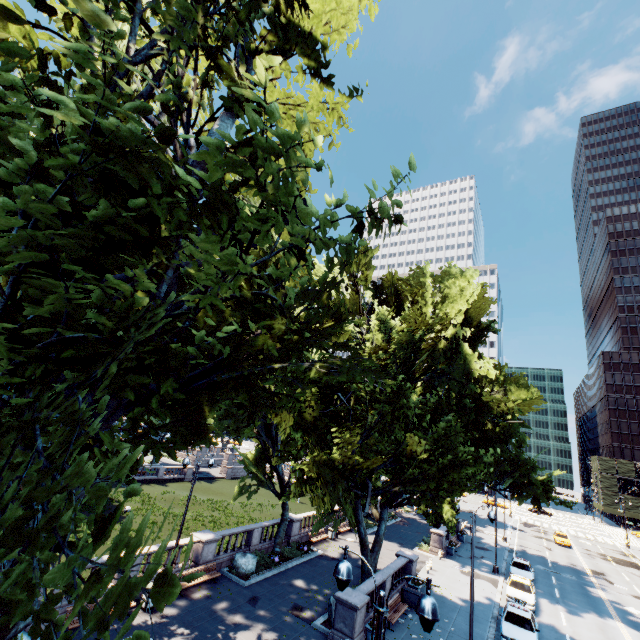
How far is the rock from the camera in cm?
2136

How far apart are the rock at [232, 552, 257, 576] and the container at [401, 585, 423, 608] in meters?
9.9 m

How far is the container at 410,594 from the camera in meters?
21.0

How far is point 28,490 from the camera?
2.9m

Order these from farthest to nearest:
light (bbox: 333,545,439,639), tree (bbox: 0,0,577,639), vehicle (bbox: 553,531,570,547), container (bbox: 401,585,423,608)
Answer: vehicle (bbox: 553,531,570,547) → container (bbox: 401,585,423,608) → light (bbox: 333,545,439,639) → tree (bbox: 0,0,577,639)

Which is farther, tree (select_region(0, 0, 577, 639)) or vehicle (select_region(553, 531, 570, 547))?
vehicle (select_region(553, 531, 570, 547))

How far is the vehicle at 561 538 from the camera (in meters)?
46.85

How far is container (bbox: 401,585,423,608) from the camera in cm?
2105
